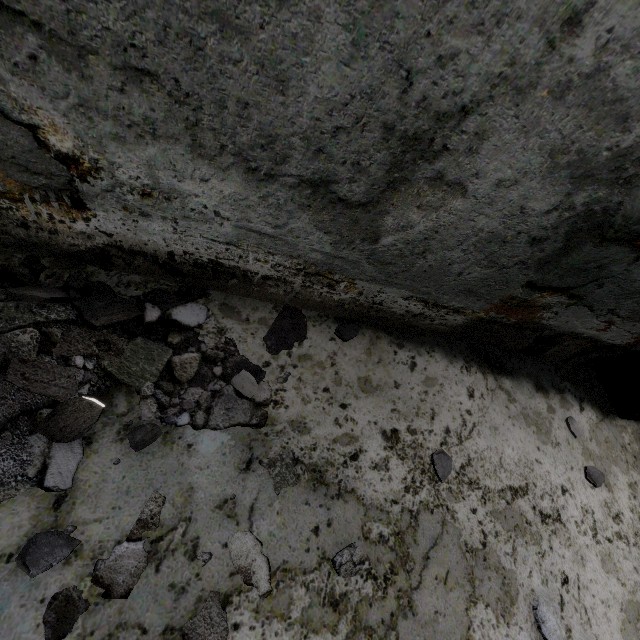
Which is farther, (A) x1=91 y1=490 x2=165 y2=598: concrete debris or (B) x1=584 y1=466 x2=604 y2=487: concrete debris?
(B) x1=584 y1=466 x2=604 y2=487: concrete debris

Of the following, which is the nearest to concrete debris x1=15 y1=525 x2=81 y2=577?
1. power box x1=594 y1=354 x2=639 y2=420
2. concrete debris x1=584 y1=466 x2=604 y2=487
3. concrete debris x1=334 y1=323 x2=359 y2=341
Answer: concrete debris x1=334 y1=323 x2=359 y2=341

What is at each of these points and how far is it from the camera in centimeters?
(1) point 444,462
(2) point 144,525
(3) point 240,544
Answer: (1) concrete debris, 211cm
(2) concrete debris, 147cm
(3) concrete debris, 155cm

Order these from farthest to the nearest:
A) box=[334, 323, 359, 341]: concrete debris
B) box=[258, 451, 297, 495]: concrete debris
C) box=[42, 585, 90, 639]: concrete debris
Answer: box=[334, 323, 359, 341]: concrete debris
box=[258, 451, 297, 495]: concrete debris
box=[42, 585, 90, 639]: concrete debris

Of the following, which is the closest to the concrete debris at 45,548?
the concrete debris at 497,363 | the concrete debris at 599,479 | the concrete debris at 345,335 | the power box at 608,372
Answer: the concrete debris at 345,335

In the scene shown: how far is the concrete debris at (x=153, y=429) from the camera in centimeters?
160cm

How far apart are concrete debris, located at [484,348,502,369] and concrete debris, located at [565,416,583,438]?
0.71m

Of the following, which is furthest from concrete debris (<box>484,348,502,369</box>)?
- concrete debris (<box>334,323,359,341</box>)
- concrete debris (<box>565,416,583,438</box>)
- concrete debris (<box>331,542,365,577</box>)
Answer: concrete debris (<box>331,542,365,577</box>)
